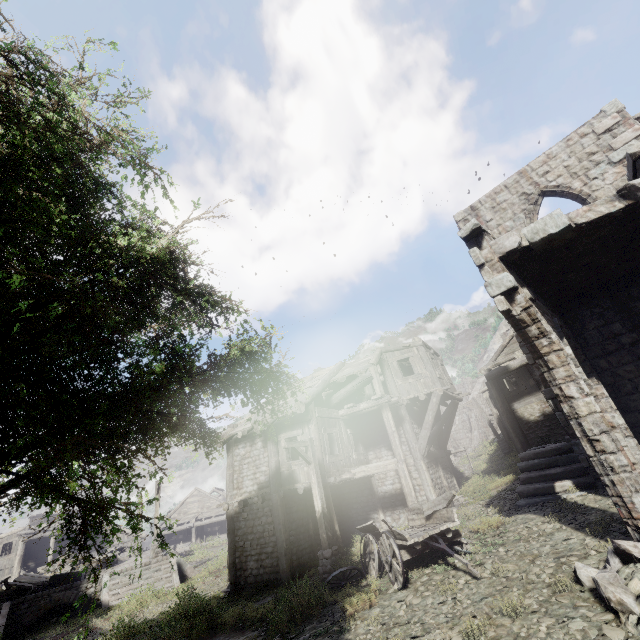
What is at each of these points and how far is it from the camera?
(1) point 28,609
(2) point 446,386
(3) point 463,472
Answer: (1) building base, 17.08m
(2) building, 16.03m
(3) well, 24.81m

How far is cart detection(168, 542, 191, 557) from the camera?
31.09m

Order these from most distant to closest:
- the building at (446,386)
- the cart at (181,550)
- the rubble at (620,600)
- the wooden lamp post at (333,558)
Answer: the cart at (181,550) < the wooden lamp post at (333,558) < the building at (446,386) < the rubble at (620,600)

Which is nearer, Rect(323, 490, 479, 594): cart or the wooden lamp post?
Rect(323, 490, 479, 594): cart

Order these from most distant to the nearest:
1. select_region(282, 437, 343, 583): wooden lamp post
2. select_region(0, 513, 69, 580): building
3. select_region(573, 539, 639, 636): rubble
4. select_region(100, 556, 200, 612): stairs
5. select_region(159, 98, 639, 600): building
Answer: select_region(0, 513, 69, 580): building, select_region(100, 556, 200, 612): stairs, select_region(282, 437, 343, 583): wooden lamp post, select_region(159, 98, 639, 600): building, select_region(573, 539, 639, 636): rubble

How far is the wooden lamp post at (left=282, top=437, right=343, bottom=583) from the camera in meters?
10.4 m

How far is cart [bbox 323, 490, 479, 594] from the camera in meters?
7.8 m

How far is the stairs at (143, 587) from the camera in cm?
1761
